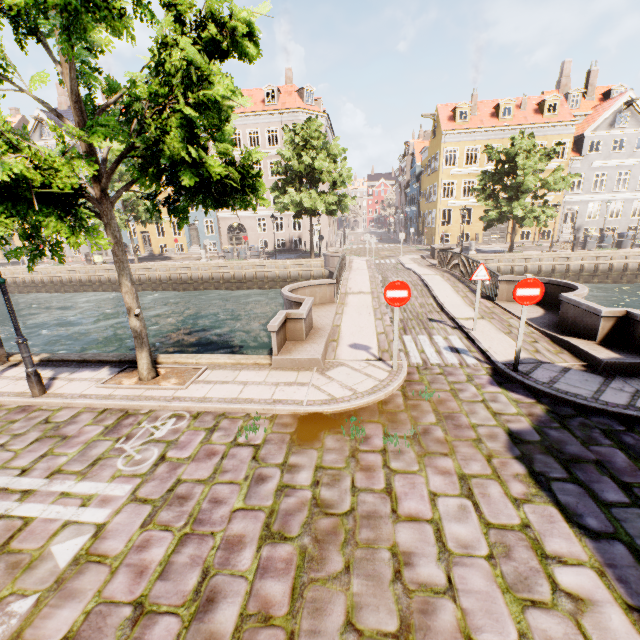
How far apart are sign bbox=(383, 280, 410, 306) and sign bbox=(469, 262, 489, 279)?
3.18m

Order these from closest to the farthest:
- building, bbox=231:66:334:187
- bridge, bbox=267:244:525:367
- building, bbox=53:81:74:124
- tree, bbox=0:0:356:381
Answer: tree, bbox=0:0:356:381 < bridge, bbox=267:244:525:367 < building, bbox=231:66:334:187 < building, bbox=53:81:74:124

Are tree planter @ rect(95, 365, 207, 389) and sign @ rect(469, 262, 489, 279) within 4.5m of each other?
no

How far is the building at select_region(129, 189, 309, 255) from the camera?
35.79m

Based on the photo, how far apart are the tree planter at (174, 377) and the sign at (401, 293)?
4.29m

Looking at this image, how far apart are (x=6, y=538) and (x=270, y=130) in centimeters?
3708cm

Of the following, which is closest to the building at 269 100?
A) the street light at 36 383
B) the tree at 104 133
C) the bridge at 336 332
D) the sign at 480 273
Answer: the street light at 36 383

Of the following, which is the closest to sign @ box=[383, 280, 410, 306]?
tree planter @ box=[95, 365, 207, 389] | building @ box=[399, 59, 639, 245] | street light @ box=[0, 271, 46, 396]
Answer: tree planter @ box=[95, 365, 207, 389]
